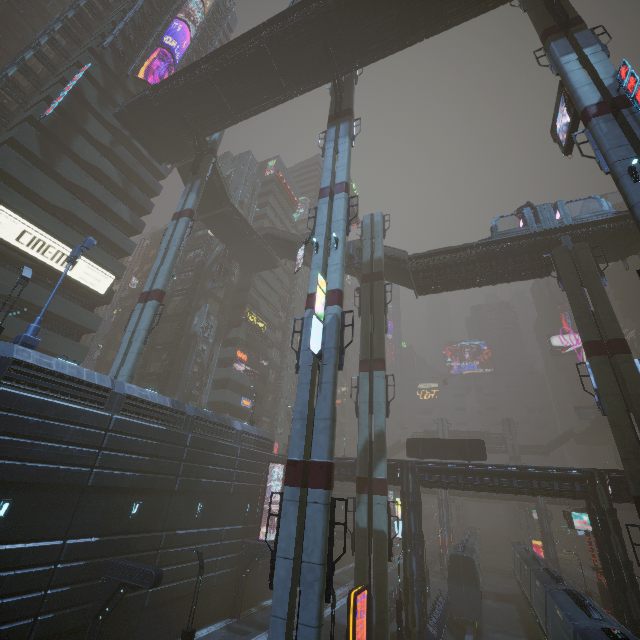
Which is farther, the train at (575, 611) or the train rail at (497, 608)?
the train rail at (497, 608)

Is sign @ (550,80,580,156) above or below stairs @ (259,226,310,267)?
below

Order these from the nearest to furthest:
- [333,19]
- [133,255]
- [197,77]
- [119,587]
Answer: [119,587] → [333,19] → [197,77] → [133,255]

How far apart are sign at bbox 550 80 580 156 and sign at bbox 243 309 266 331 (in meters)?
38.03

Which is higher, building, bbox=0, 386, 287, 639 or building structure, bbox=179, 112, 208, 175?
building structure, bbox=179, 112, 208, 175

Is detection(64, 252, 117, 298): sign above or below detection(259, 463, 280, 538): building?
above

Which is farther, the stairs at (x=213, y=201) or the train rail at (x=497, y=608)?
the stairs at (x=213, y=201)

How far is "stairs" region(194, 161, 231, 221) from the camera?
37.5m
